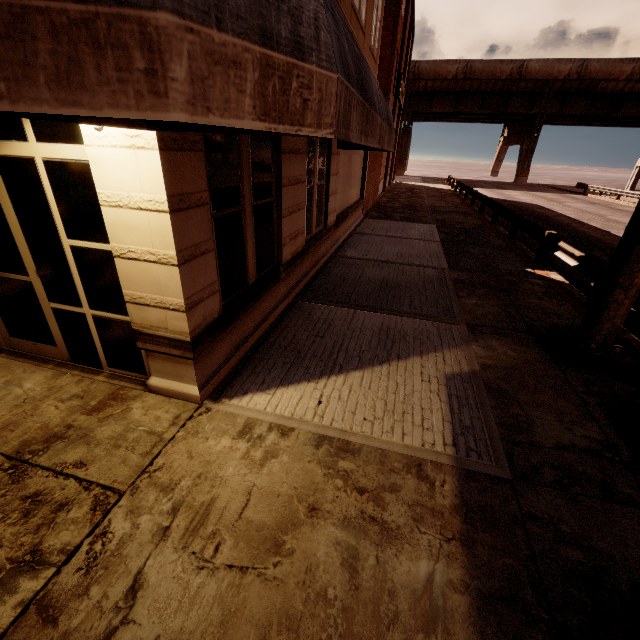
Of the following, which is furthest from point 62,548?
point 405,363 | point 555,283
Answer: point 555,283

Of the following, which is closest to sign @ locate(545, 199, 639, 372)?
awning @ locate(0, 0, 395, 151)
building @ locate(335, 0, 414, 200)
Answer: awning @ locate(0, 0, 395, 151)

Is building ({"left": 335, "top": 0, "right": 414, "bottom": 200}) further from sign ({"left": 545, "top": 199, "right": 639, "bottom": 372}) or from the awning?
sign ({"left": 545, "top": 199, "right": 639, "bottom": 372})

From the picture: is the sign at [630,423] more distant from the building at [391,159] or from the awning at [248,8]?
the building at [391,159]

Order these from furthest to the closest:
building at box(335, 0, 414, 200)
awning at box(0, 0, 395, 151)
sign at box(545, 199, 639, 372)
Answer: building at box(335, 0, 414, 200)
sign at box(545, 199, 639, 372)
awning at box(0, 0, 395, 151)

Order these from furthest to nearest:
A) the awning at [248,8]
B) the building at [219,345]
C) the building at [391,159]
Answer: the building at [391,159], the building at [219,345], the awning at [248,8]
